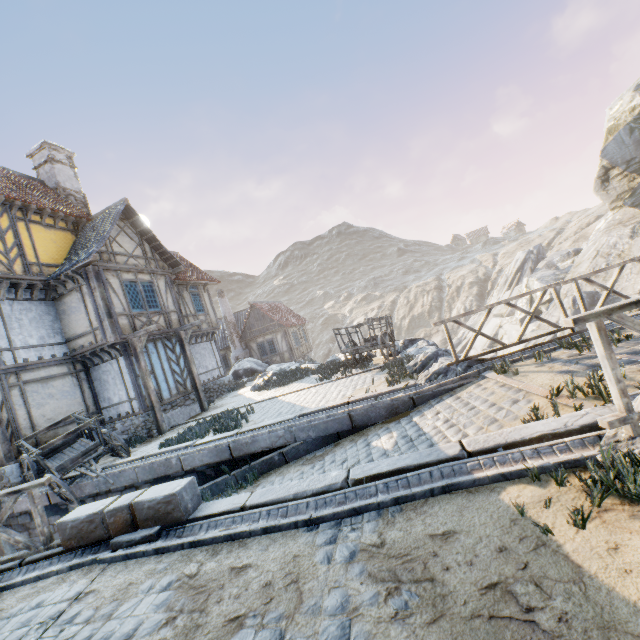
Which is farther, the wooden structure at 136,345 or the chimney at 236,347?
the chimney at 236,347

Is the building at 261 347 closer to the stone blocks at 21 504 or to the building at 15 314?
the building at 15 314

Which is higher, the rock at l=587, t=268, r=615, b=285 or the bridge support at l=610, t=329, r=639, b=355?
the bridge support at l=610, t=329, r=639, b=355

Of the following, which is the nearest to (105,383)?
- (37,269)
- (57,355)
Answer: (57,355)

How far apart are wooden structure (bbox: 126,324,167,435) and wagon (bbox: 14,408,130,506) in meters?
2.0 m

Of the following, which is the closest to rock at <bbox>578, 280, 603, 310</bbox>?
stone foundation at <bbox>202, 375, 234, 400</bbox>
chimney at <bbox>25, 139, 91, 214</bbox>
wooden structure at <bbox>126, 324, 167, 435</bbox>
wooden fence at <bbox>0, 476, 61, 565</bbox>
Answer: stone foundation at <bbox>202, 375, 234, 400</bbox>

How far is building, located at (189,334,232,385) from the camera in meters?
18.4

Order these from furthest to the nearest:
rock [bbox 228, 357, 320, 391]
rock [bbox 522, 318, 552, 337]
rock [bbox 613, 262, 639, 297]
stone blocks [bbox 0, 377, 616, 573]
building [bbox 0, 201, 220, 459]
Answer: rock [bbox 522, 318, 552, 337] → rock [bbox 613, 262, 639, 297] → rock [bbox 228, 357, 320, 391] → building [bbox 0, 201, 220, 459] → stone blocks [bbox 0, 377, 616, 573]
